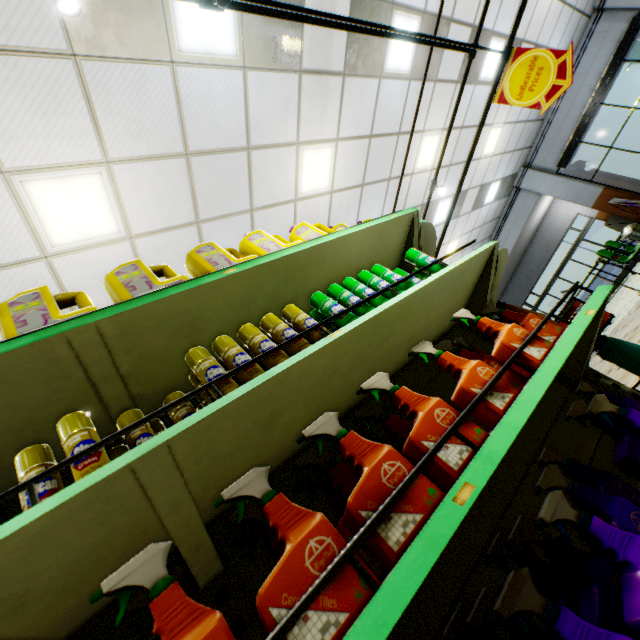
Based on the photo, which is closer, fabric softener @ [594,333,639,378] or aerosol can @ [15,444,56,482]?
aerosol can @ [15,444,56,482]

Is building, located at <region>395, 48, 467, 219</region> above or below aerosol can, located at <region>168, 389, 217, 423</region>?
above

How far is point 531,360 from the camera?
1.2m

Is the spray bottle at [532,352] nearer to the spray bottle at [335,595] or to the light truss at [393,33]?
the spray bottle at [335,595]

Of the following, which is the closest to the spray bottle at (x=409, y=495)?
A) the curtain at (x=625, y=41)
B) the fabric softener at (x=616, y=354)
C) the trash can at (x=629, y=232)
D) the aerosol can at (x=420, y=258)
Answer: the aerosol can at (x=420, y=258)

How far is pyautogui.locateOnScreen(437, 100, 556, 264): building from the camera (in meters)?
9.38

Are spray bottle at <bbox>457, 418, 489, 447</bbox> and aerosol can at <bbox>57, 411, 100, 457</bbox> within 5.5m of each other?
yes

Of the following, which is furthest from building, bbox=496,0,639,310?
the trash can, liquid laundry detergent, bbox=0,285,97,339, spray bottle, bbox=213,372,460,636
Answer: liquid laundry detergent, bbox=0,285,97,339
